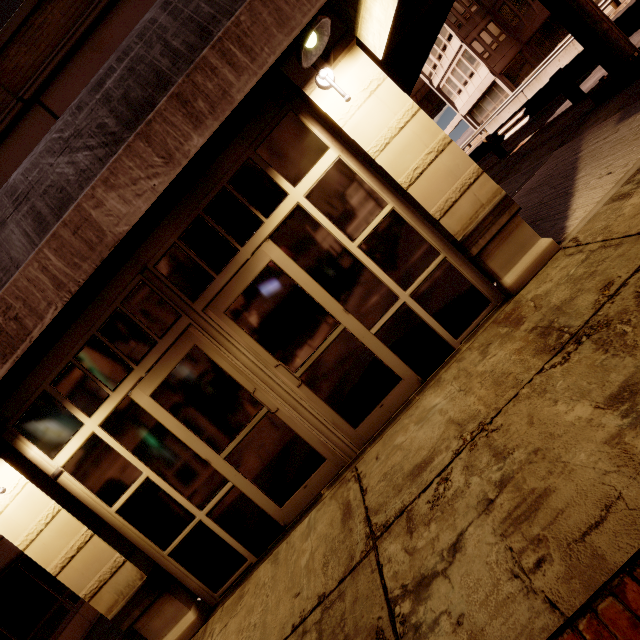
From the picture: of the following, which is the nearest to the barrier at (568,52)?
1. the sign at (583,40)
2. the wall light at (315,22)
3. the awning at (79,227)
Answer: the sign at (583,40)

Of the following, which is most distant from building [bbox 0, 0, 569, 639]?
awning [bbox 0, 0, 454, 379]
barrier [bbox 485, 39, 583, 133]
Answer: barrier [bbox 485, 39, 583, 133]

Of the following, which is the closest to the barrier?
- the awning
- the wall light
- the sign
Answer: the sign

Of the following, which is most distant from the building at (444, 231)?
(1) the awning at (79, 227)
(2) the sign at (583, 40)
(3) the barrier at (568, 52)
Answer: (3) the barrier at (568, 52)

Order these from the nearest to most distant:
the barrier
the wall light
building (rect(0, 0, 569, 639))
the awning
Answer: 1. the awning
2. the wall light
3. building (rect(0, 0, 569, 639))
4. the barrier

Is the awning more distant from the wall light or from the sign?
the sign

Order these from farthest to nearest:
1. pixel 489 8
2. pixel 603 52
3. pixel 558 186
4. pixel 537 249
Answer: pixel 489 8 → pixel 603 52 → pixel 558 186 → pixel 537 249

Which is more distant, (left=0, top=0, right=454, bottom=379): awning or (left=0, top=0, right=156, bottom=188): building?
(left=0, top=0, right=156, bottom=188): building
